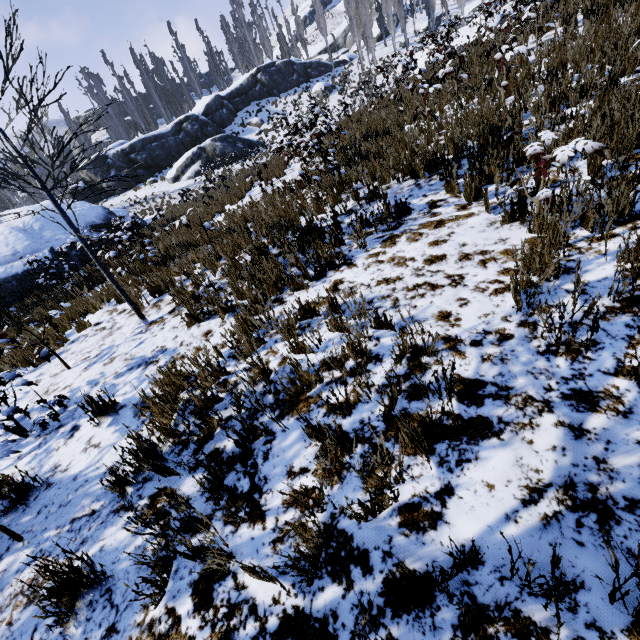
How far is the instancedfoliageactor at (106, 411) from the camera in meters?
3.5 m

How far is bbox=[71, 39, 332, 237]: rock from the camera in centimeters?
2775cm

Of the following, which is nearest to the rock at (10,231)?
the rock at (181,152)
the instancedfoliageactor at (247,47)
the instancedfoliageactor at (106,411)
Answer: the instancedfoliageactor at (247,47)

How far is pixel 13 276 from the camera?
14.05m

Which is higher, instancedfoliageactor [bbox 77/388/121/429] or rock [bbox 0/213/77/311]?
rock [bbox 0/213/77/311]

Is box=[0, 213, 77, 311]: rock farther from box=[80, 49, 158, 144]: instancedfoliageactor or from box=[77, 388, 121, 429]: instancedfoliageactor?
box=[77, 388, 121, 429]: instancedfoliageactor

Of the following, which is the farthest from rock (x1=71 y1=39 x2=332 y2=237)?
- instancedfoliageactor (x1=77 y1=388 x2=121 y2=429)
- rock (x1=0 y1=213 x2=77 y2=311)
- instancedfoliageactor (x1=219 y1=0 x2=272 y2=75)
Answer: instancedfoliageactor (x1=77 y1=388 x2=121 y2=429)

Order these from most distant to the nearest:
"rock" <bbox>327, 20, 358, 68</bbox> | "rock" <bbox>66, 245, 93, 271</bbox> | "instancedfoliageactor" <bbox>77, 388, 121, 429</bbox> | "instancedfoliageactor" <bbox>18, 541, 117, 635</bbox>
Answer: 1. "rock" <bbox>327, 20, 358, 68</bbox>
2. "rock" <bbox>66, 245, 93, 271</bbox>
3. "instancedfoliageactor" <bbox>77, 388, 121, 429</bbox>
4. "instancedfoliageactor" <bbox>18, 541, 117, 635</bbox>
